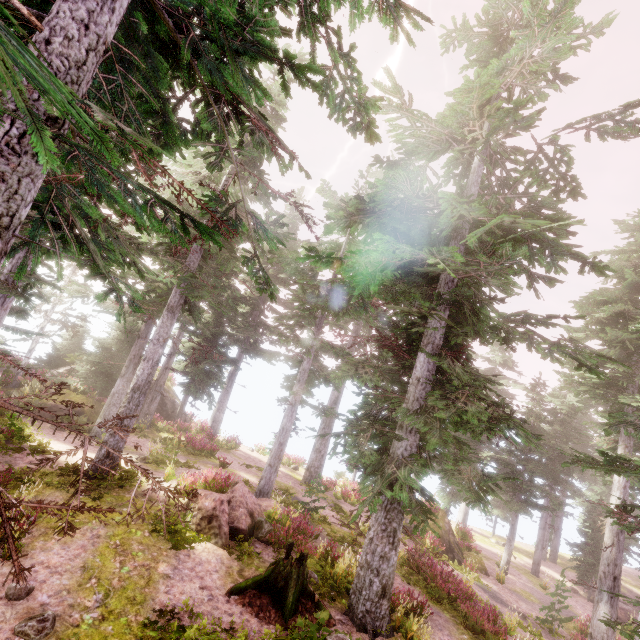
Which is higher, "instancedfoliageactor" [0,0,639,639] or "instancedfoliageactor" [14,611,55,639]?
"instancedfoliageactor" [0,0,639,639]

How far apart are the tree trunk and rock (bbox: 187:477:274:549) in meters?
1.6 m

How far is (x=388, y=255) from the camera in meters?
7.8 m

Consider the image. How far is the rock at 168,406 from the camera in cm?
2453

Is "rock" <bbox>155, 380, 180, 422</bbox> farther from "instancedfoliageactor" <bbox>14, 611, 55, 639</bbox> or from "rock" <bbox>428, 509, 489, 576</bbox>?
"rock" <bbox>428, 509, 489, 576</bbox>

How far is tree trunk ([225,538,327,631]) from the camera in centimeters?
827cm

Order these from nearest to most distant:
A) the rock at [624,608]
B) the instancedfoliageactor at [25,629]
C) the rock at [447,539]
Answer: the instancedfoliageactor at [25,629] < the rock at [447,539] < the rock at [624,608]

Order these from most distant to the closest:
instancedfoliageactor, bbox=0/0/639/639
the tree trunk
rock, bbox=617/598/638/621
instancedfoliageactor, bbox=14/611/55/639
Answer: rock, bbox=617/598/638/621
the tree trunk
instancedfoliageactor, bbox=14/611/55/639
instancedfoliageactor, bbox=0/0/639/639
